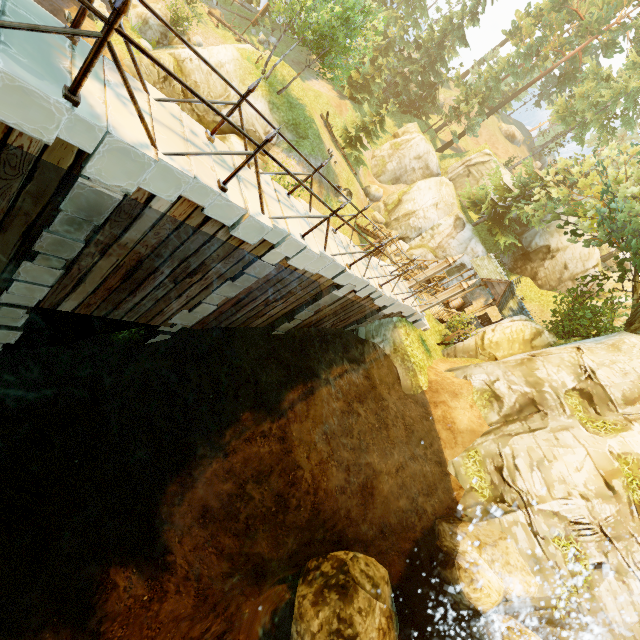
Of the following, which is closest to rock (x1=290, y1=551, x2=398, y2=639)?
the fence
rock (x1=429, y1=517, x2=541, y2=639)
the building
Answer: rock (x1=429, y1=517, x2=541, y2=639)

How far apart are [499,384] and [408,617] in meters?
8.4 m

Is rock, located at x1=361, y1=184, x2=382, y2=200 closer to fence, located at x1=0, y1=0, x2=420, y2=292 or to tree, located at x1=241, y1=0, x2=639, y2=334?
tree, located at x1=241, y1=0, x2=639, y2=334

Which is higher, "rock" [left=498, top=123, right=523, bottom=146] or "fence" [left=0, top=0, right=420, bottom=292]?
"rock" [left=498, top=123, right=523, bottom=146]

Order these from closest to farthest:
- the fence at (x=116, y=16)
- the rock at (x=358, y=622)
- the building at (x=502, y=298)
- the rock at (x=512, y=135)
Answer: the fence at (x=116, y=16) → the rock at (x=358, y=622) → the building at (x=502, y=298) → the rock at (x=512, y=135)

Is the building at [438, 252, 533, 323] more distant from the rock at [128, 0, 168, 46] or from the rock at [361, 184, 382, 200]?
the rock at [128, 0, 168, 46]

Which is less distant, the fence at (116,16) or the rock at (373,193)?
the fence at (116,16)

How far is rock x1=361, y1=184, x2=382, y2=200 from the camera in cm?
3453
